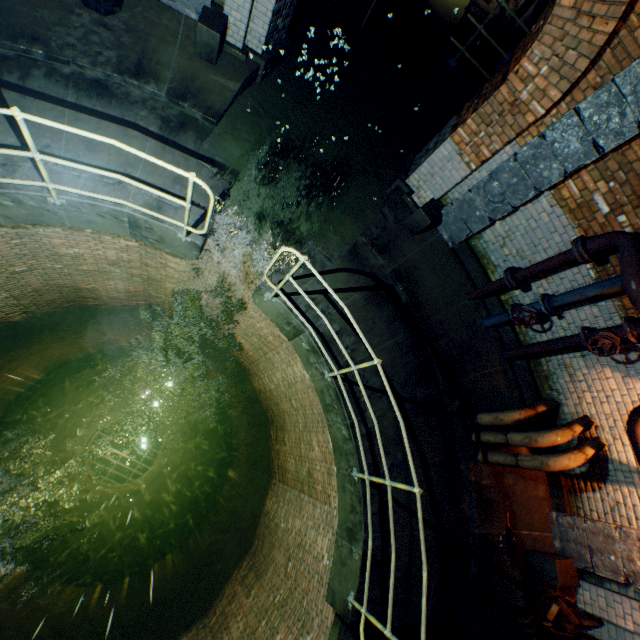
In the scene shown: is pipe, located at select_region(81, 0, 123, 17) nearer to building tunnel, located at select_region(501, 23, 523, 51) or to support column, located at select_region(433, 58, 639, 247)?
support column, located at select_region(433, 58, 639, 247)

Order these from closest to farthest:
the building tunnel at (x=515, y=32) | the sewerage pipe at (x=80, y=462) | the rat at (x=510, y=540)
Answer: the rat at (x=510, y=540) → the building tunnel at (x=515, y=32) → the sewerage pipe at (x=80, y=462)

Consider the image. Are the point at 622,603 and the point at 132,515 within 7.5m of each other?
no

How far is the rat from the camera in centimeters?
481cm

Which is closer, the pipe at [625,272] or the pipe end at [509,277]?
the pipe at [625,272]

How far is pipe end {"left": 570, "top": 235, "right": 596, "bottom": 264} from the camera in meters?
4.2

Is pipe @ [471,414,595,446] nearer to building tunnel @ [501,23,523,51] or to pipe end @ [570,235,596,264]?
pipe end @ [570,235,596,264]

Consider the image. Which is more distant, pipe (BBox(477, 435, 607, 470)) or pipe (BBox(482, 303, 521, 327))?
pipe (BBox(482, 303, 521, 327))
